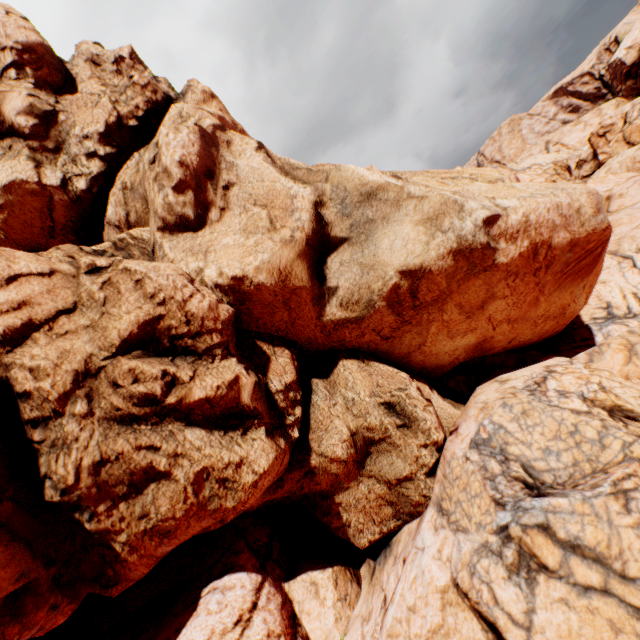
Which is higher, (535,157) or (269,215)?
(535,157)
